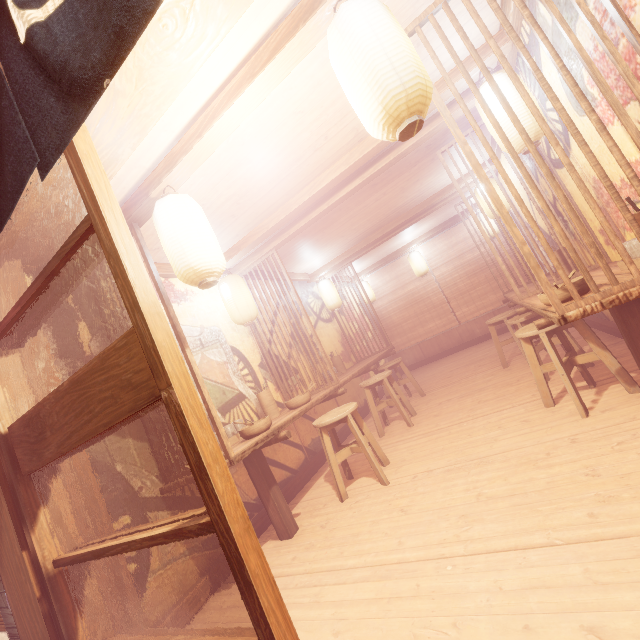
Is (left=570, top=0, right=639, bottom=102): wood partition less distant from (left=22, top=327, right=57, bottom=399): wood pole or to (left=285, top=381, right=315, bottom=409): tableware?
(left=285, top=381, right=315, bottom=409): tableware

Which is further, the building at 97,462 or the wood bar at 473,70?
the wood bar at 473,70

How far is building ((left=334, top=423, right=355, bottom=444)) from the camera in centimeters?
868cm

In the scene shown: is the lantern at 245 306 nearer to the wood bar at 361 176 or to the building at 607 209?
the building at 607 209

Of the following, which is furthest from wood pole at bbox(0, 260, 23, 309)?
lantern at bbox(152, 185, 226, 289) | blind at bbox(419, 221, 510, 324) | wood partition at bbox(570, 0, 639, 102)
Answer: blind at bbox(419, 221, 510, 324)

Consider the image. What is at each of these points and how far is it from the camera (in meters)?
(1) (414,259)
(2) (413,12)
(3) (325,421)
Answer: (1) lantern, 14.02
(2) building, 3.72
(3) chair, 5.42

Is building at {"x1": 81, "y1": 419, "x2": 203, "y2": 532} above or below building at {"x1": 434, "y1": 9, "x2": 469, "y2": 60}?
below

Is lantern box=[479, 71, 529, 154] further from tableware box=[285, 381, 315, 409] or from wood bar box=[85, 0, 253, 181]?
tableware box=[285, 381, 315, 409]
